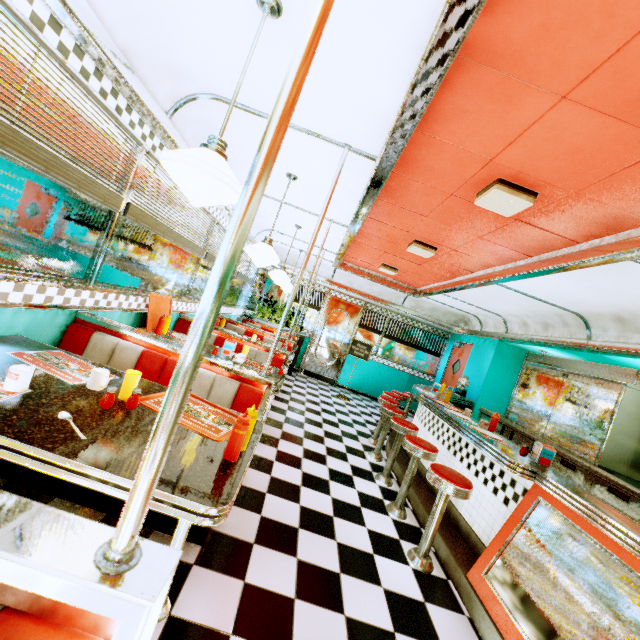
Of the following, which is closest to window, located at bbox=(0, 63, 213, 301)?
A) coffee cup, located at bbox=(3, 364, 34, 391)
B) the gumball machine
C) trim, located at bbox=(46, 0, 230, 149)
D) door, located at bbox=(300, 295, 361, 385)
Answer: trim, located at bbox=(46, 0, 230, 149)

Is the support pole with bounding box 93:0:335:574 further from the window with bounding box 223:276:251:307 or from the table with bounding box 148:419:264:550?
the window with bounding box 223:276:251:307

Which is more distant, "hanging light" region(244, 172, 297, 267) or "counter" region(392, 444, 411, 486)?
"counter" region(392, 444, 411, 486)

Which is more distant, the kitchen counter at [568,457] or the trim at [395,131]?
the kitchen counter at [568,457]

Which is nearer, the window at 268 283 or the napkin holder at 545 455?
the napkin holder at 545 455

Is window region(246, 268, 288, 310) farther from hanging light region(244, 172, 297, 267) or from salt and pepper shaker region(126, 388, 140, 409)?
salt and pepper shaker region(126, 388, 140, 409)

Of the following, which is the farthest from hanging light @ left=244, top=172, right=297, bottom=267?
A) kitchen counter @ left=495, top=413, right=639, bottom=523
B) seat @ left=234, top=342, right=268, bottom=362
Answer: kitchen counter @ left=495, top=413, right=639, bottom=523

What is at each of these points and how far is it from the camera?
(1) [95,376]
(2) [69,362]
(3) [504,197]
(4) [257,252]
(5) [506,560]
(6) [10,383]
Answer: (1) coffee cup, 1.71m
(2) placemat, 1.96m
(3) ceiling light, 2.59m
(4) hanging light, 3.42m
(5) counter, 2.41m
(6) coffee cup, 1.41m
